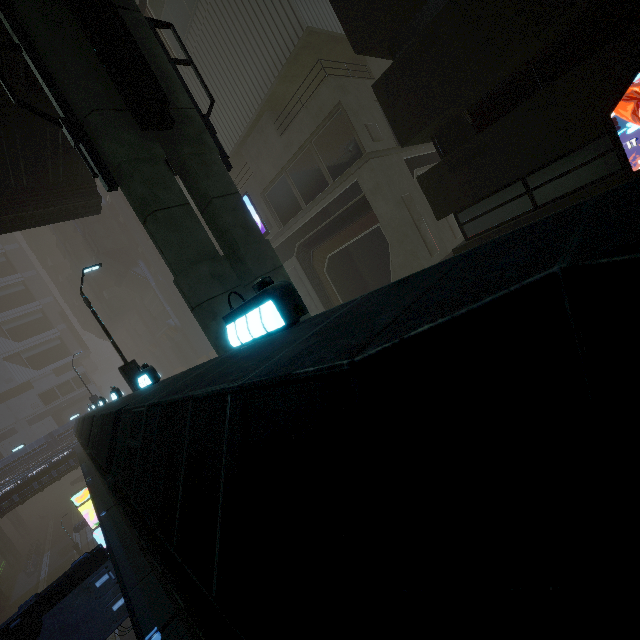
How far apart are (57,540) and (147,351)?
29.0m

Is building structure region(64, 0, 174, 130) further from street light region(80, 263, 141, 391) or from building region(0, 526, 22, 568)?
street light region(80, 263, 141, 391)

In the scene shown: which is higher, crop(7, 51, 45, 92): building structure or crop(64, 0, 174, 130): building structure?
crop(7, 51, 45, 92): building structure

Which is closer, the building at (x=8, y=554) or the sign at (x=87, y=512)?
the sign at (x=87, y=512)

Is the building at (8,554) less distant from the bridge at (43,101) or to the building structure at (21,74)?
the building structure at (21,74)

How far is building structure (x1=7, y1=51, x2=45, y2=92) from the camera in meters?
7.8

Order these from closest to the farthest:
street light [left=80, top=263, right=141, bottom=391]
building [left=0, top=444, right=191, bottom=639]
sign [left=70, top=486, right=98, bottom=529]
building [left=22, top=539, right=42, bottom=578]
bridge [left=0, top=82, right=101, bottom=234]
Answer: building [left=0, top=444, right=191, bottom=639] → bridge [left=0, top=82, right=101, bottom=234] → street light [left=80, top=263, right=141, bottom=391] → sign [left=70, top=486, right=98, bottom=529] → building [left=22, top=539, right=42, bottom=578]

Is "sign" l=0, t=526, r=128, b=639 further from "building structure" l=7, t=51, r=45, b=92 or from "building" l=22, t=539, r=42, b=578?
"building structure" l=7, t=51, r=45, b=92
